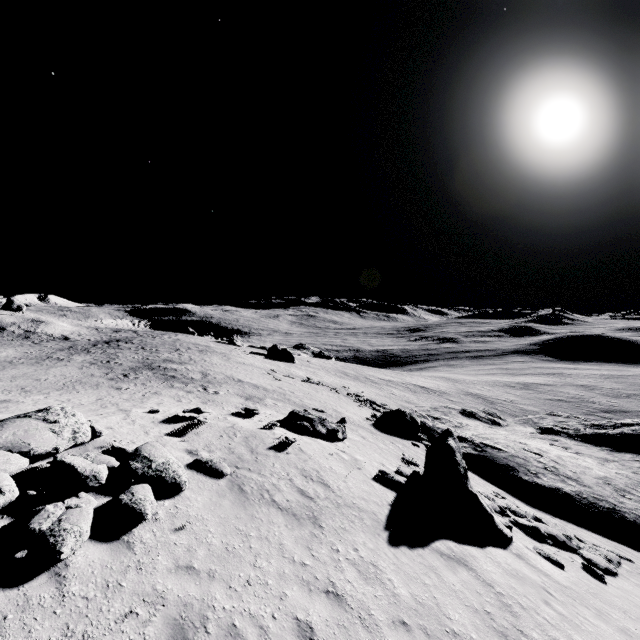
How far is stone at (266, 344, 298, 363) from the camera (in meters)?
56.56

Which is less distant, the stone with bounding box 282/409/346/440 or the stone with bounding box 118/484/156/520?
the stone with bounding box 118/484/156/520

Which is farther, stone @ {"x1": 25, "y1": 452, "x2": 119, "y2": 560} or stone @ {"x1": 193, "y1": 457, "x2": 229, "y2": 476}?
stone @ {"x1": 193, "y1": 457, "x2": 229, "y2": 476}

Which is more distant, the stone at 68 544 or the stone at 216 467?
the stone at 216 467

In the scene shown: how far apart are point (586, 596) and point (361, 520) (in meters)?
7.09

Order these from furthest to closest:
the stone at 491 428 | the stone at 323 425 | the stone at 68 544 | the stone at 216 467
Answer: the stone at 323 425 < the stone at 491 428 < the stone at 216 467 < the stone at 68 544

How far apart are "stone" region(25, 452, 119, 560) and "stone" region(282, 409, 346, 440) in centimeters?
943cm

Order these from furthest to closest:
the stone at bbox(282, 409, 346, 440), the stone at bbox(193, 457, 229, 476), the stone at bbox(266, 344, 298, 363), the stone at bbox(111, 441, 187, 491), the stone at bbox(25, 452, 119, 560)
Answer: the stone at bbox(266, 344, 298, 363)
the stone at bbox(282, 409, 346, 440)
the stone at bbox(193, 457, 229, 476)
the stone at bbox(111, 441, 187, 491)
the stone at bbox(25, 452, 119, 560)
